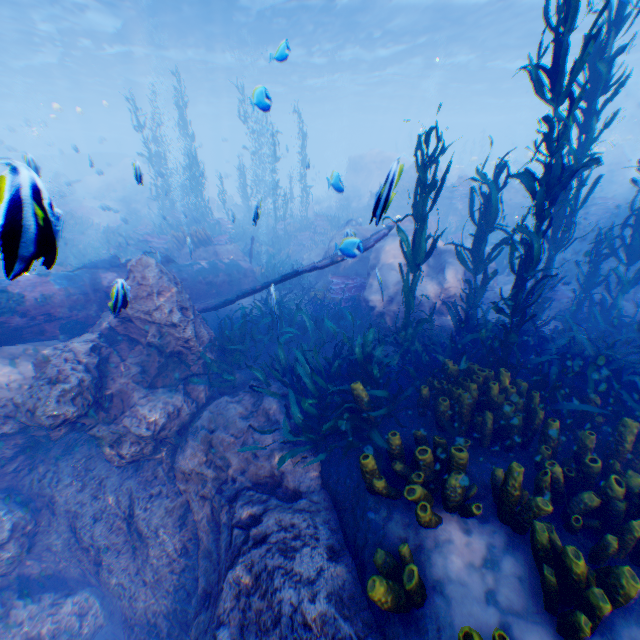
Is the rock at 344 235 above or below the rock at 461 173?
below

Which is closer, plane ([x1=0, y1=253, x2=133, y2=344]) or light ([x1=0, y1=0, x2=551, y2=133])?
plane ([x1=0, y1=253, x2=133, y2=344])

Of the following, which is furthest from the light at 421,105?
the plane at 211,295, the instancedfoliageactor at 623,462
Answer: the plane at 211,295

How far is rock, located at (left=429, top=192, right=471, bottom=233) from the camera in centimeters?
1702cm

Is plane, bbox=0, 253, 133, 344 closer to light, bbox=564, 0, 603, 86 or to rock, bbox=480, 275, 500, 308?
rock, bbox=480, 275, 500, 308

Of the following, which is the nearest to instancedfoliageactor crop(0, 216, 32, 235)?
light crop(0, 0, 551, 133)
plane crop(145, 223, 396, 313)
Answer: plane crop(145, 223, 396, 313)

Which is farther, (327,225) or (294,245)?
(327,225)
